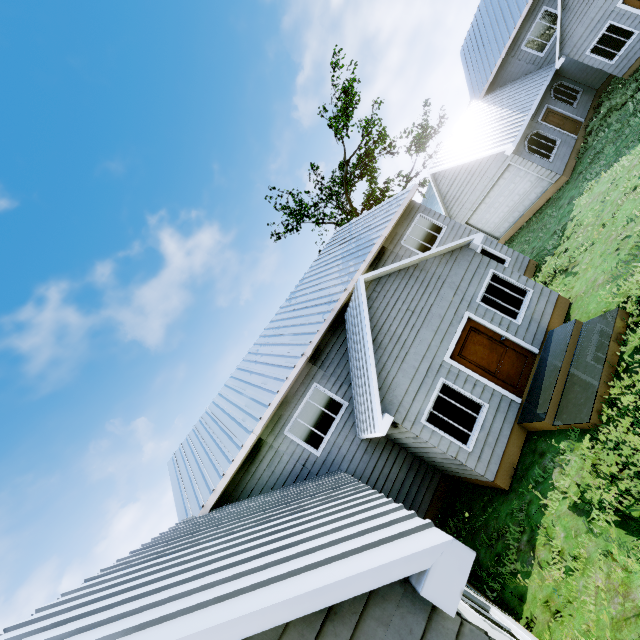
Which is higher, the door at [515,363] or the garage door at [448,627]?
the garage door at [448,627]

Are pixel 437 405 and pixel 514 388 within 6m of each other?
yes

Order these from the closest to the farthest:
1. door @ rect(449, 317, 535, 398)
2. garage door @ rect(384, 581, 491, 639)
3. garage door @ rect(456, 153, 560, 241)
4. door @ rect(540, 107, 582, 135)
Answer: garage door @ rect(384, 581, 491, 639) < door @ rect(449, 317, 535, 398) < garage door @ rect(456, 153, 560, 241) < door @ rect(540, 107, 582, 135)

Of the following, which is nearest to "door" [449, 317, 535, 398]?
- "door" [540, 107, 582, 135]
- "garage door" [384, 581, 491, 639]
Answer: "garage door" [384, 581, 491, 639]

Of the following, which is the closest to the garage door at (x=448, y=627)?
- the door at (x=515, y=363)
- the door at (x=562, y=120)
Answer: the door at (x=515, y=363)

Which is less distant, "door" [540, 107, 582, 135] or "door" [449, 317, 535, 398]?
"door" [449, 317, 535, 398]

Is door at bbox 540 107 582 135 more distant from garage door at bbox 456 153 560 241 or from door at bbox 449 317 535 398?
door at bbox 449 317 535 398

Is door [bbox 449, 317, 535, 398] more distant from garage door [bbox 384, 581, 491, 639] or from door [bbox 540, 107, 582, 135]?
door [bbox 540, 107, 582, 135]
